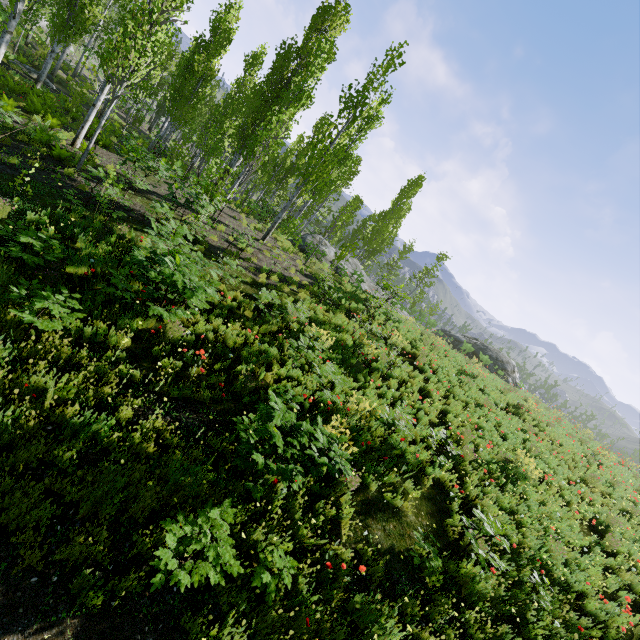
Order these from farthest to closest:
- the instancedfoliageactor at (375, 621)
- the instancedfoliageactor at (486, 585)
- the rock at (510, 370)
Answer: the rock at (510, 370) < the instancedfoliageactor at (486, 585) < the instancedfoliageactor at (375, 621)

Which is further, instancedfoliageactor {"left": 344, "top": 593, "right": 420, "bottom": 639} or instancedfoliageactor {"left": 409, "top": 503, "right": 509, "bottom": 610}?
instancedfoliageactor {"left": 409, "top": 503, "right": 509, "bottom": 610}

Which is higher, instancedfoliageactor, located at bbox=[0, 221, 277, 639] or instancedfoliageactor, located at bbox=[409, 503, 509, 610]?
instancedfoliageactor, located at bbox=[409, 503, 509, 610]

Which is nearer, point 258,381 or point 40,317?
point 40,317

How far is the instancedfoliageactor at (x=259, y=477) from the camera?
4.26m
